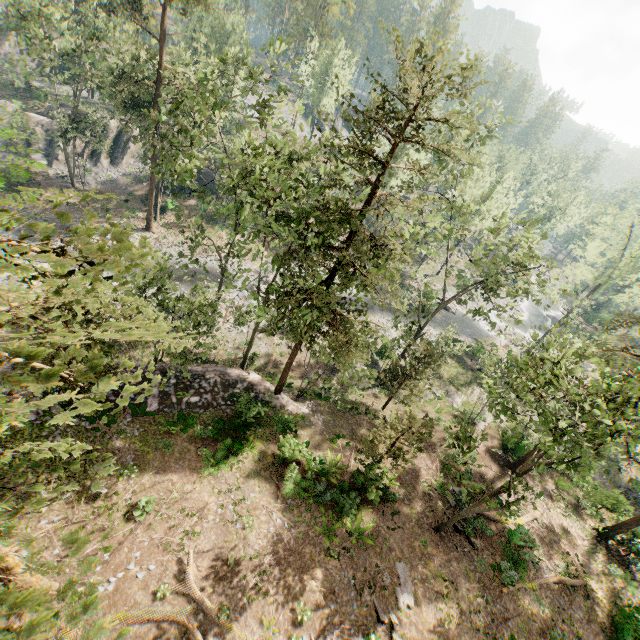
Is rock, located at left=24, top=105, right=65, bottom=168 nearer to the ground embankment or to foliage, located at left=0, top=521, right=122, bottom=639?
foliage, located at left=0, top=521, right=122, bottom=639

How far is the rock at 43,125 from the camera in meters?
40.4

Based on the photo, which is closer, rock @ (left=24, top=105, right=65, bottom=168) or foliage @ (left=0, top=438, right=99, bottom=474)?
foliage @ (left=0, top=438, right=99, bottom=474)

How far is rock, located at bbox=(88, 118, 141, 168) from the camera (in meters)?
42.49

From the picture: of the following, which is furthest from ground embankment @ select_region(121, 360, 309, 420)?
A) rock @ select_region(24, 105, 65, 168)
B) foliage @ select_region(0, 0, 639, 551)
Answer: rock @ select_region(24, 105, 65, 168)

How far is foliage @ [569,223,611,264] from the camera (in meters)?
Result: 38.72

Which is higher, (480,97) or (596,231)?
(480,97)

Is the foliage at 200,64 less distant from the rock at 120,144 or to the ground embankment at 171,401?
the ground embankment at 171,401
